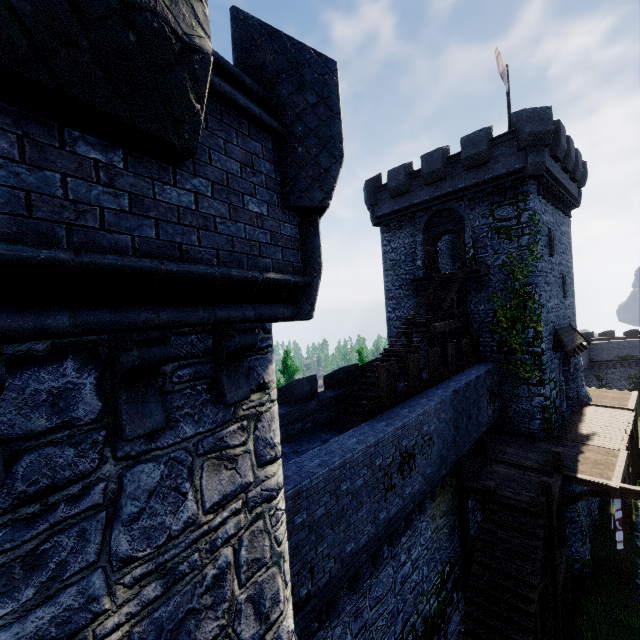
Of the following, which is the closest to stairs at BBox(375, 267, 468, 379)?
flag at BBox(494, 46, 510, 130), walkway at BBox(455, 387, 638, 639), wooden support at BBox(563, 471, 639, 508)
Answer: walkway at BBox(455, 387, 638, 639)

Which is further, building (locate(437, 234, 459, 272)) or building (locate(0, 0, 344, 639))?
building (locate(437, 234, 459, 272))

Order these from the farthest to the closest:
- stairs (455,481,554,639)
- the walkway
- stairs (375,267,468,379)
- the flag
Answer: the flag
stairs (375,267,468,379)
the walkway
stairs (455,481,554,639)

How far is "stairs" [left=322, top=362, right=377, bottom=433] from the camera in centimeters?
1239cm

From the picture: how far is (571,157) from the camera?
19.1 meters

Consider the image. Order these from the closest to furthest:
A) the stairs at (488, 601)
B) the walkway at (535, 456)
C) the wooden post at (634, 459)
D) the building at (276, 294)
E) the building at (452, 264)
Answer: the building at (276, 294) → the stairs at (488, 601) → the walkway at (535, 456) → the wooden post at (634, 459) → the building at (452, 264)

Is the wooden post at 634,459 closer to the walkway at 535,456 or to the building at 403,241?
the walkway at 535,456

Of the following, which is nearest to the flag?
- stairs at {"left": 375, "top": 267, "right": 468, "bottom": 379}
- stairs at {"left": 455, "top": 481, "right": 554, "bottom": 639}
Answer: stairs at {"left": 375, "top": 267, "right": 468, "bottom": 379}
